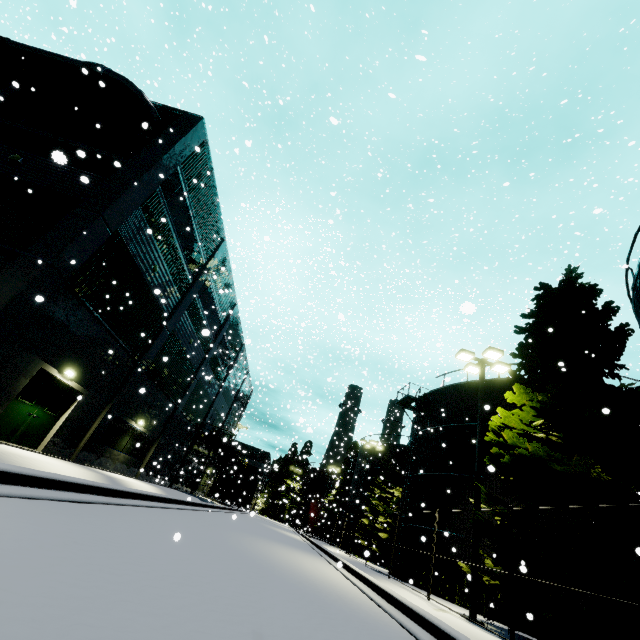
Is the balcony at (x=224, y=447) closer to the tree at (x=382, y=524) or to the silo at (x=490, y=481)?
the silo at (x=490, y=481)

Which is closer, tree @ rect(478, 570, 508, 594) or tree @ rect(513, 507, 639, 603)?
tree @ rect(513, 507, 639, 603)

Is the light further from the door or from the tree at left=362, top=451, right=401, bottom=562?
the tree at left=362, top=451, right=401, bottom=562

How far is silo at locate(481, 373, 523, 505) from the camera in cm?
1733

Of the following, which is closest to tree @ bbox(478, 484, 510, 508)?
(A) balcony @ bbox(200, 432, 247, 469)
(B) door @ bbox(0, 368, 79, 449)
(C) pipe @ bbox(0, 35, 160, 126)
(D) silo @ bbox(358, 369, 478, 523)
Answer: (D) silo @ bbox(358, 369, 478, 523)

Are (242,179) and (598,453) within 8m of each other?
no

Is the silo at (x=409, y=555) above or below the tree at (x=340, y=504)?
below

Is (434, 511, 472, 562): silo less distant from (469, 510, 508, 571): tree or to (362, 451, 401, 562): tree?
(469, 510, 508, 571): tree
